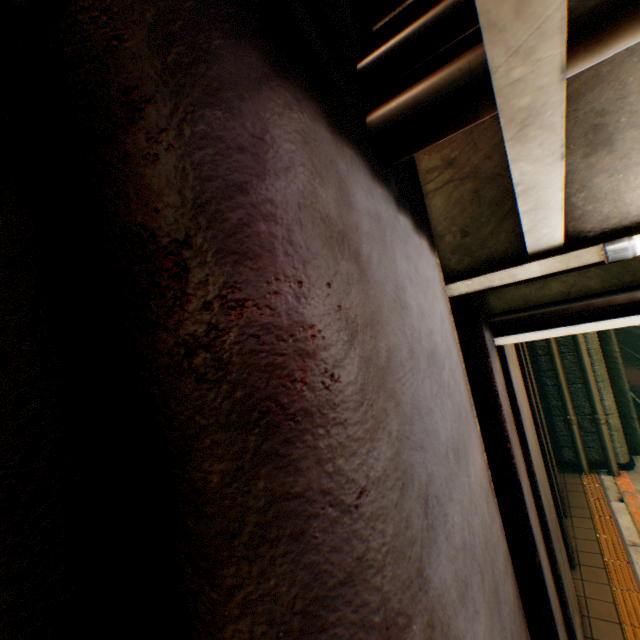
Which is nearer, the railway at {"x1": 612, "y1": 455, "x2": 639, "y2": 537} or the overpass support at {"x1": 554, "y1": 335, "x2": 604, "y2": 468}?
the railway at {"x1": 612, "y1": 455, "x2": 639, "y2": 537}

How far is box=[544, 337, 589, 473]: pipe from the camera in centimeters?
779cm

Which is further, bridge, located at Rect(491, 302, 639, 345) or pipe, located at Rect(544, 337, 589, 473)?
pipe, located at Rect(544, 337, 589, 473)

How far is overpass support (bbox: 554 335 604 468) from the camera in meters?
7.9

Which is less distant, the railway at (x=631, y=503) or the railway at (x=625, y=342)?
the railway at (x=631, y=503)

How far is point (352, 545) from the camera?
0.66m

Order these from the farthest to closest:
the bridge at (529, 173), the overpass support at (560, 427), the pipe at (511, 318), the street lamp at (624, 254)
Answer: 1. the overpass support at (560, 427)
2. the pipe at (511, 318)
3. the street lamp at (624, 254)
4. the bridge at (529, 173)

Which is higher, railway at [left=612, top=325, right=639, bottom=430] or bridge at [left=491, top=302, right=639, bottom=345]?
bridge at [left=491, top=302, right=639, bottom=345]
